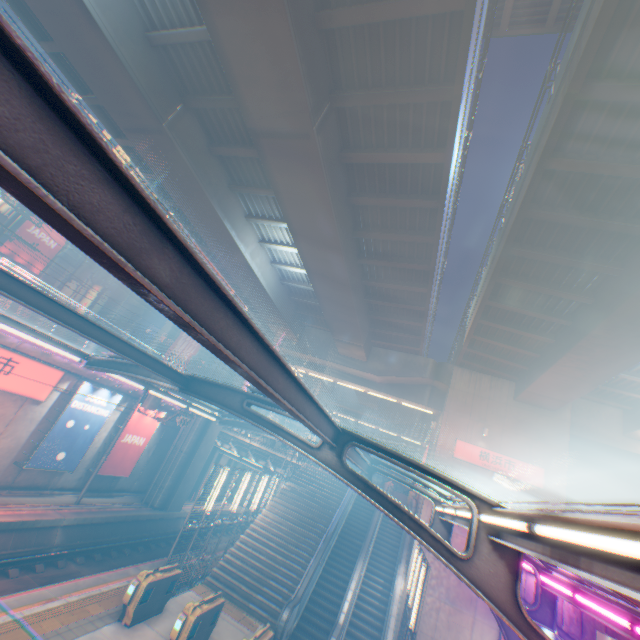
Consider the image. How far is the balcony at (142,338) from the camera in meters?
30.6 m

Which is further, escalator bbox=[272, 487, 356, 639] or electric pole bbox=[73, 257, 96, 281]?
electric pole bbox=[73, 257, 96, 281]

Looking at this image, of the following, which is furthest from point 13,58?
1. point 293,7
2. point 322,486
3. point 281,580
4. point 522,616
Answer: point 322,486

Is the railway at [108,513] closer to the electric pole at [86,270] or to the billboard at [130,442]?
the billboard at [130,442]

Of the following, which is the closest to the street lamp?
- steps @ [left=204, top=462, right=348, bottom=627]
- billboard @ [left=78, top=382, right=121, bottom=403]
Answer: steps @ [left=204, top=462, right=348, bottom=627]

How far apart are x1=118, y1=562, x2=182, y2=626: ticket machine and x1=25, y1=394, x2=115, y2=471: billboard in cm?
896

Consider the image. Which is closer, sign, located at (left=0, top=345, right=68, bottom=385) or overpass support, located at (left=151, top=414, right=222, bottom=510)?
sign, located at (left=0, top=345, right=68, bottom=385)

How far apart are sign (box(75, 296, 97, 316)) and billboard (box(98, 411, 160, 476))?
12.33m
